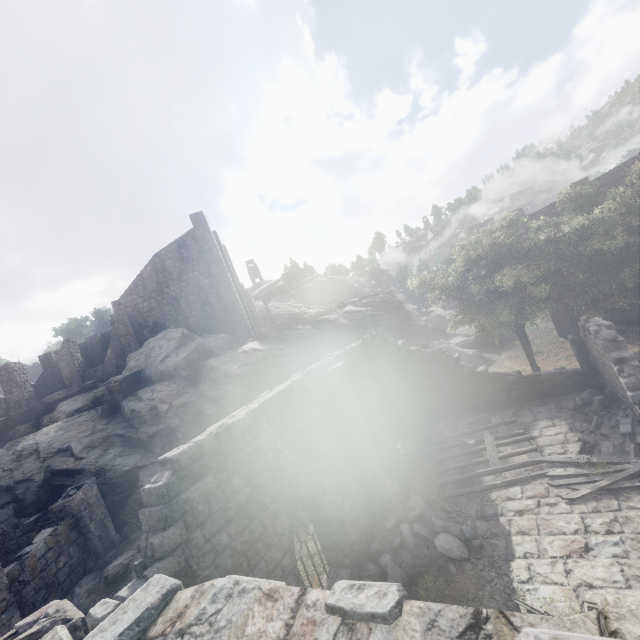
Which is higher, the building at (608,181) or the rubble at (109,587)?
the building at (608,181)

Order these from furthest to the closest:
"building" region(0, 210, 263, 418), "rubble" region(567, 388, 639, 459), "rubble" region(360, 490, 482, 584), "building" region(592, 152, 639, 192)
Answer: "building" region(0, 210, 263, 418), "building" region(592, 152, 639, 192), "rubble" region(567, 388, 639, 459), "rubble" region(360, 490, 482, 584)

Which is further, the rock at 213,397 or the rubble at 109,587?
the rock at 213,397

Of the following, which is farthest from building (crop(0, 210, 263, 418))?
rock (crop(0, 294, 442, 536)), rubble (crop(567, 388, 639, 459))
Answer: rock (crop(0, 294, 442, 536))

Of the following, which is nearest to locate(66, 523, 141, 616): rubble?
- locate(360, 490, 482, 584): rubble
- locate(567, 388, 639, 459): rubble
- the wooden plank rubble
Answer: locate(360, 490, 482, 584): rubble

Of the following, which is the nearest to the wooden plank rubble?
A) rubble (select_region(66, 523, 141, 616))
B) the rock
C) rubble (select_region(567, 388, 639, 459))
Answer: rubble (select_region(567, 388, 639, 459))

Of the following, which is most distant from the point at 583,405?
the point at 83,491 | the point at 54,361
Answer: the point at 54,361
